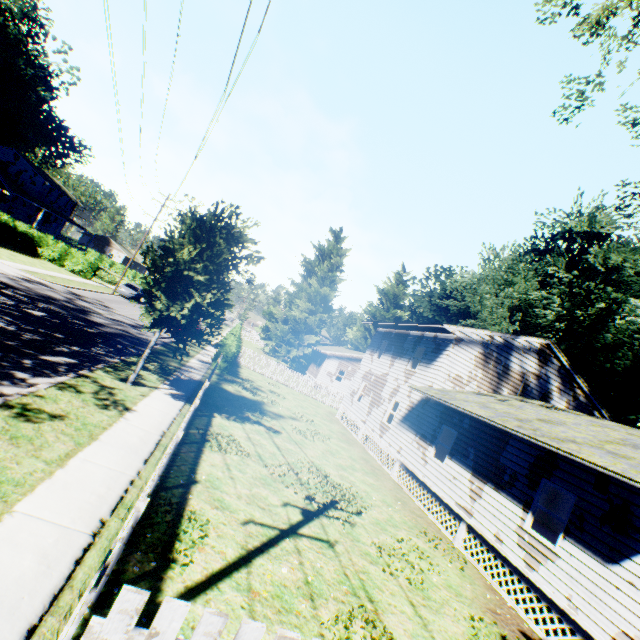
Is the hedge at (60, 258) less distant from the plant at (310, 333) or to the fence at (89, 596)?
the plant at (310, 333)

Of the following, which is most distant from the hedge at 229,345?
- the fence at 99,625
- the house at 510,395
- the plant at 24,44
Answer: the fence at 99,625

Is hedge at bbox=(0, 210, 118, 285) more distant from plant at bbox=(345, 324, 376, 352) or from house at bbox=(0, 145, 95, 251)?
plant at bbox=(345, 324, 376, 352)

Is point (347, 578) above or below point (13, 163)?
below

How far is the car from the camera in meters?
34.2 m

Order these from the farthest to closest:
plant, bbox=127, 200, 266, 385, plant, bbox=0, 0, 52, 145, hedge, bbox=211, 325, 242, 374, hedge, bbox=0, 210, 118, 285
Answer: plant, bbox=0, 0, 52, 145 < hedge, bbox=0, 210, 118, 285 < hedge, bbox=211, 325, 242, 374 < plant, bbox=127, 200, 266, 385

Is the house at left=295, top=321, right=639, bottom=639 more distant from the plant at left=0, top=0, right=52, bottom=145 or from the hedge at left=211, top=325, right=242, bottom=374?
the hedge at left=211, top=325, right=242, bottom=374

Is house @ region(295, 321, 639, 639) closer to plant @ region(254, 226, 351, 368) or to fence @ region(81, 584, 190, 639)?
plant @ region(254, 226, 351, 368)
